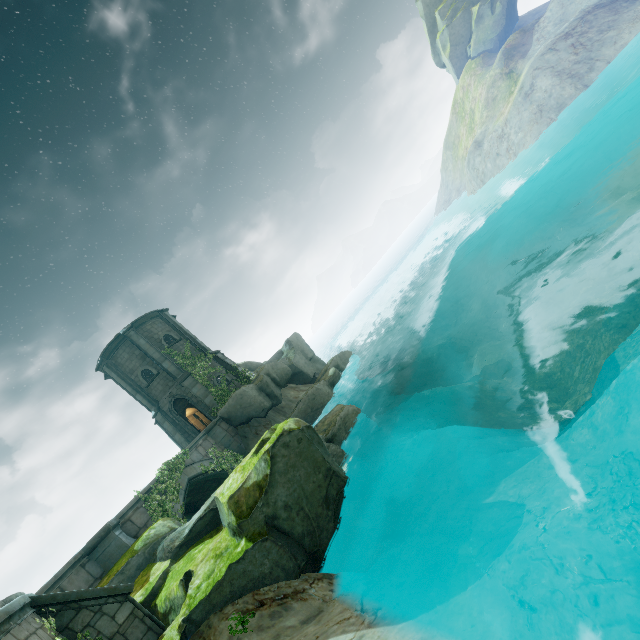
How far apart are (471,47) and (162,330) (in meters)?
58.42

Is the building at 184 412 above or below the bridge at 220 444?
above

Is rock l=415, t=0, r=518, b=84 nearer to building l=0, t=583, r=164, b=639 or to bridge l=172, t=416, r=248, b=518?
bridge l=172, t=416, r=248, b=518

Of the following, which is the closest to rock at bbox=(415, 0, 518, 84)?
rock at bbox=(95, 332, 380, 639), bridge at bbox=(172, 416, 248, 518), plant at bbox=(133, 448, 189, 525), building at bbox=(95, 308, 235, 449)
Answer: building at bbox=(95, 308, 235, 449)

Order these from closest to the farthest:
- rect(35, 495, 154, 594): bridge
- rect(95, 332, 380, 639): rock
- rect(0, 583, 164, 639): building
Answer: rect(0, 583, 164, 639): building
rect(95, 332, 380, 639): rock
rect(35, 495, 154, 594): bridge

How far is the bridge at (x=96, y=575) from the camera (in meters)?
9.56

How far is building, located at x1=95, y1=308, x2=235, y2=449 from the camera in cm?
2359

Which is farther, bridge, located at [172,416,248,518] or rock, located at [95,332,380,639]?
bridge, located at [172,416,248,518]
